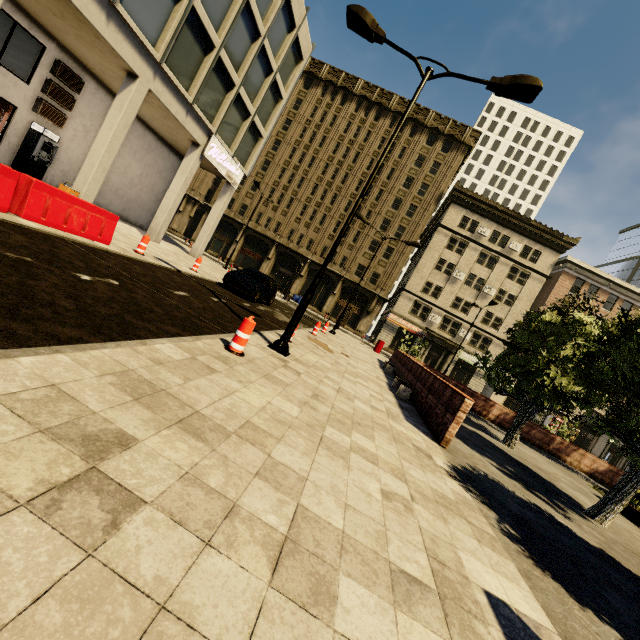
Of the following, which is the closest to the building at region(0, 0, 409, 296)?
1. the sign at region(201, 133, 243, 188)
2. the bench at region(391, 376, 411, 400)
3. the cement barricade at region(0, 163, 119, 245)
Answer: the sign at region(201, 133, 243, 188)

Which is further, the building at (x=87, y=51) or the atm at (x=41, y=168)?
the atm at (x=41, y=168)

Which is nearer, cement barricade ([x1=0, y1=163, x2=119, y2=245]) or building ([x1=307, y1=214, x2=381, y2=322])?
cement barricade ([x1=0, y1=163, x2=119, y2=245])

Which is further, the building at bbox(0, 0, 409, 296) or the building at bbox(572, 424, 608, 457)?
the building at bbox(572, 424, 608, 457)

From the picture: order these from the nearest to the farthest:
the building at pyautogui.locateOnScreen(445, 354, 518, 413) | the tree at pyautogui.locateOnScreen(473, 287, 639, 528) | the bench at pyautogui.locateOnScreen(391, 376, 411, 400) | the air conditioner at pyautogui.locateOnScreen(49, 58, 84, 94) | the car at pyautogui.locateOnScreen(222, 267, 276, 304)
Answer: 1. the tree at pyautogui.locateOnScreen(473, 287, 639, 528)
2. the bench at pyautogui.locateOnScreen(391, 376, 411, 400)
3. the air conditioner at pyautogui.locateOnScreen(49, 58, 84, 94)
4. the car at pyautogui.locateOnScreen(222, 267, 276, 304)
5. the building at pyautogui.locateOnScreen(445, 354, 518, 413)

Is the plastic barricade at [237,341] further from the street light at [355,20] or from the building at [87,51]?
the building at [87,51]

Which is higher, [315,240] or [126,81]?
[315,240]

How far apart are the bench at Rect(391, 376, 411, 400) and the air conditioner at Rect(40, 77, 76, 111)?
19.3 meters
